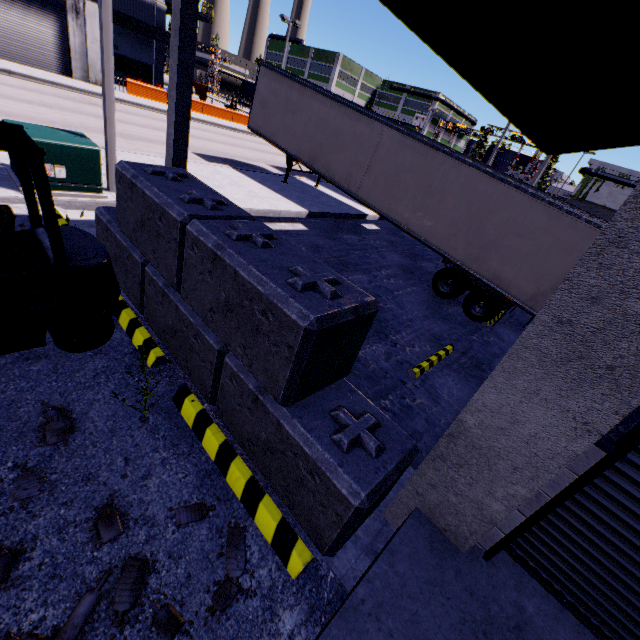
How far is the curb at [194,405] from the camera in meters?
2.7

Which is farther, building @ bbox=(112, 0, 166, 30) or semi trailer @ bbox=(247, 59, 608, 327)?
building @ bbox=(112, 0, 166, 30)

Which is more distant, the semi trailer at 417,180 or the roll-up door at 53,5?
the roll-up door at 53,5

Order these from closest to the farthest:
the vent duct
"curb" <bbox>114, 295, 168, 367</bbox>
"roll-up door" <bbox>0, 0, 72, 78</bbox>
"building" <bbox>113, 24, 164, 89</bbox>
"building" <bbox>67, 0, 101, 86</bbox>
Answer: "curb" <bbox>114, 295, 168, 367</bbox> < "roll-up door" <bbox>0, 0, 72, 78</bbox> < "building" <bbox>67, 0, 101, 86</bbox> < the vent duct < "building" <bbox>113, 24, 164, 89</bbox>

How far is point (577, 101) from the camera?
11.59m

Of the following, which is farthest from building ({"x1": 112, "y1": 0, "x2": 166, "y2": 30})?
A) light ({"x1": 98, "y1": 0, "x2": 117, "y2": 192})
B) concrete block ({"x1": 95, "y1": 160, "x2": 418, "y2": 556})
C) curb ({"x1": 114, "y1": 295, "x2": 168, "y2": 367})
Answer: light ({"x1": 98, "y1": 0, "x2": 117, "y2": 192})

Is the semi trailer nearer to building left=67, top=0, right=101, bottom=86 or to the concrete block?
building left=67, top=0, right=101, bottom=86

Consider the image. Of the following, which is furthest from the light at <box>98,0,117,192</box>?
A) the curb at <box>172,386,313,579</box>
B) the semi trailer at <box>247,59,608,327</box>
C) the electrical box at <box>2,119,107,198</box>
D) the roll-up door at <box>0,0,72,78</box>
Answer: the curb at <box>172,386,313,579</box>
